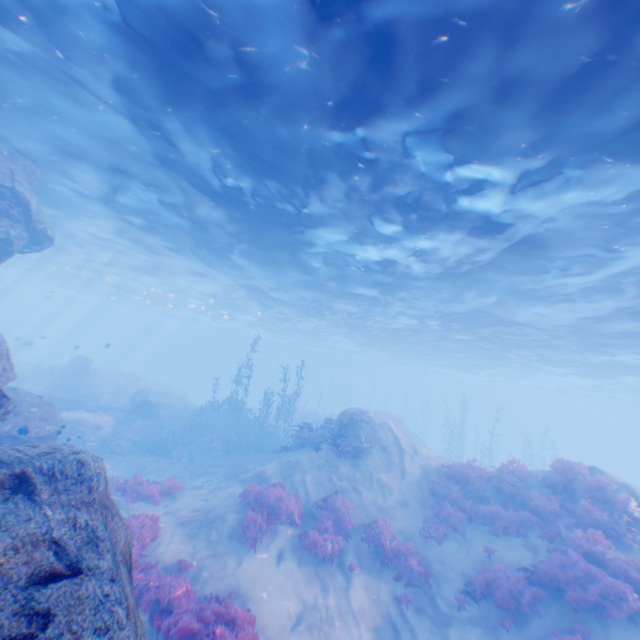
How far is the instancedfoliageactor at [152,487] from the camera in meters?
12.4 m

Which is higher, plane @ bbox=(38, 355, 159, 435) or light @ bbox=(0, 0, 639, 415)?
light @ bbox=(0, 0, 639, 415)

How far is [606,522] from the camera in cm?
1083

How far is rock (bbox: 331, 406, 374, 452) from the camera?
16.3m

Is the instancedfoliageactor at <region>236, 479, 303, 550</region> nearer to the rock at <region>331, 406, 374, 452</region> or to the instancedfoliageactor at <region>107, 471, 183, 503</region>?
the instancedfoliageactor at <region>107, 471, 183, 503</region>

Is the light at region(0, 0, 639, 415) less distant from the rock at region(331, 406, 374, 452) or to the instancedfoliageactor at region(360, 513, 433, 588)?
the rock at region(331, 406, 374, 452)

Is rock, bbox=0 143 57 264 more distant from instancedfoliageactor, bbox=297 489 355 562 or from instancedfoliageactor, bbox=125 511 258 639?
instancedfoliageactor, bbox=297 489 355 562

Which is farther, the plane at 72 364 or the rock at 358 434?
the plane at 72 364
